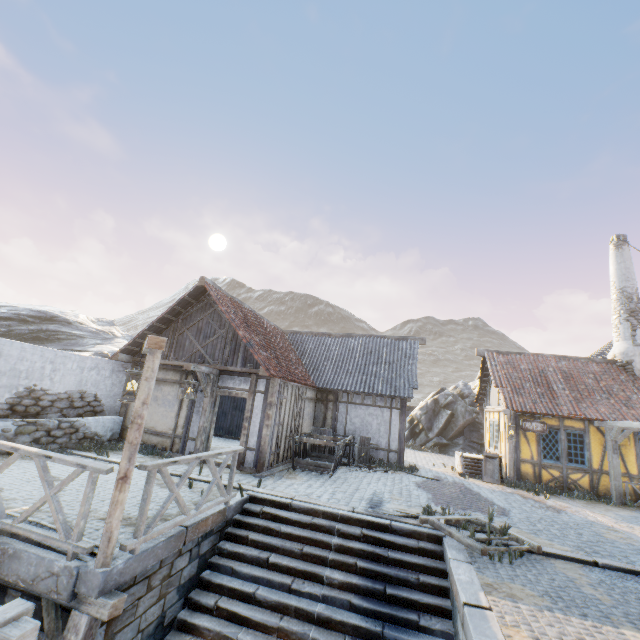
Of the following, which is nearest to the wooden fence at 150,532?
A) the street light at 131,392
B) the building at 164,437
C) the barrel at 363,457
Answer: the street light at 131,392

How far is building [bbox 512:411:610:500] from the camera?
12.3m

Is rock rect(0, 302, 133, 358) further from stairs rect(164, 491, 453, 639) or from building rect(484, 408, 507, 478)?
stairs rect(164, 491, 453, 639)

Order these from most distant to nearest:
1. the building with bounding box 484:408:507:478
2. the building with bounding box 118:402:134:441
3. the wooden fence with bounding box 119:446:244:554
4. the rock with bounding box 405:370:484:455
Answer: the rock with bounding box 405:370:484:455 → the building with bounding box 484:408:507:478 → the building with bounding box 118:402:134:441 → the wooden fence with bounding box 119:446:244:554

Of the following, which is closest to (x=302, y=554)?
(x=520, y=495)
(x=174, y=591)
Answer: (x=174, y=591)

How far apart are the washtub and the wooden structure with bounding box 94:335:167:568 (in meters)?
13.21

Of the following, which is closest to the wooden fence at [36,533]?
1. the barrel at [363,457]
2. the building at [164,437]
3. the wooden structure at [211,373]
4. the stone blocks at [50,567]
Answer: the stone blocks at [50,567]

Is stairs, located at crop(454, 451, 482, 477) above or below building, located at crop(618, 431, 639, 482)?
below
